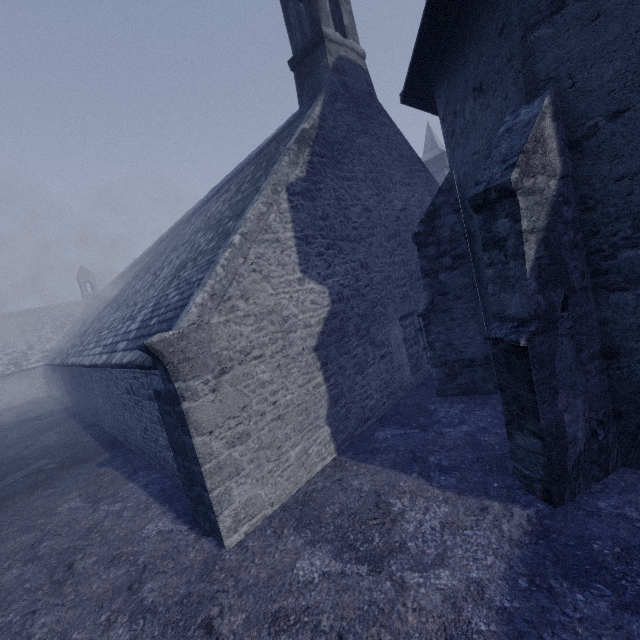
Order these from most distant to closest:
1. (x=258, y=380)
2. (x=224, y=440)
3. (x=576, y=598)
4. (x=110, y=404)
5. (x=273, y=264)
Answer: (x=110, y=404), (x=273, y=264), (x=258, y=380), (x=224, y=440), (x=576, y=598)
